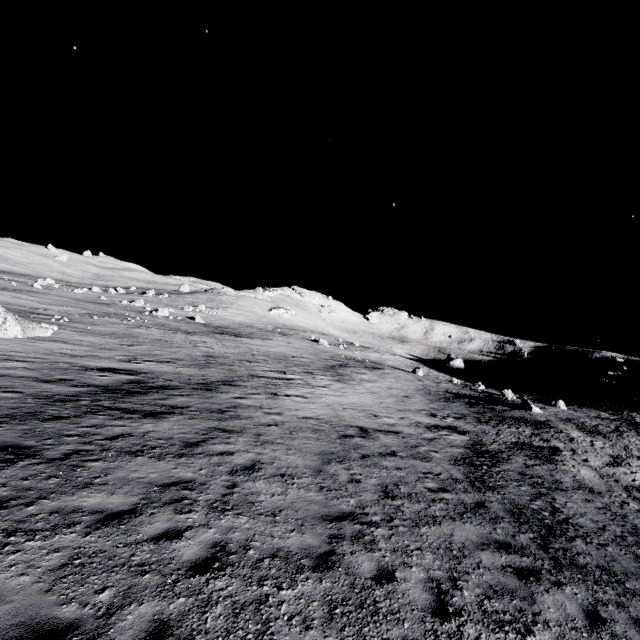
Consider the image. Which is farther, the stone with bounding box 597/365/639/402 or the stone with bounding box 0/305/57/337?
the stone with bounding box 597/365/639/402

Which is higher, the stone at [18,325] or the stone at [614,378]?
the stone at [614,378]

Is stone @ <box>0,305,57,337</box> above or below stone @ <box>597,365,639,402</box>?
below

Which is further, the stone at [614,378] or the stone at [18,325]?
the stone at [614,378]

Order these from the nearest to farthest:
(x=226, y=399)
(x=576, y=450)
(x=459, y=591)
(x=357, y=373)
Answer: (x=459, y=591), (x=226, y=399), (x=576, y=450), (x=357, y=373)
